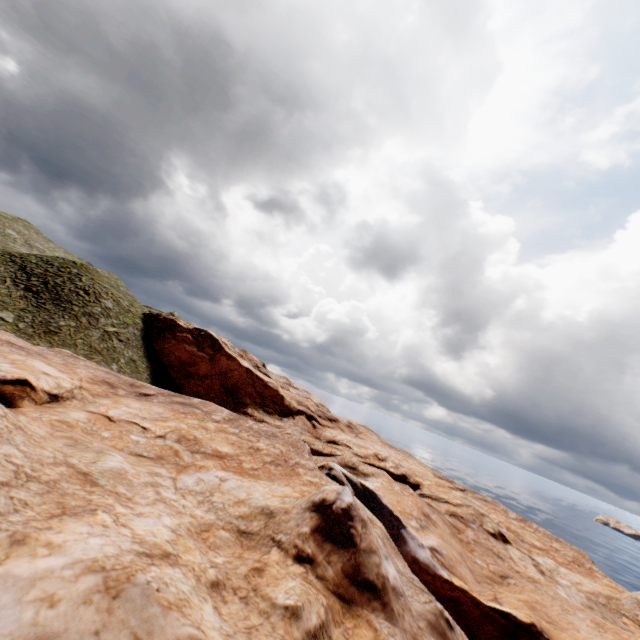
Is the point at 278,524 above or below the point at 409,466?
above
